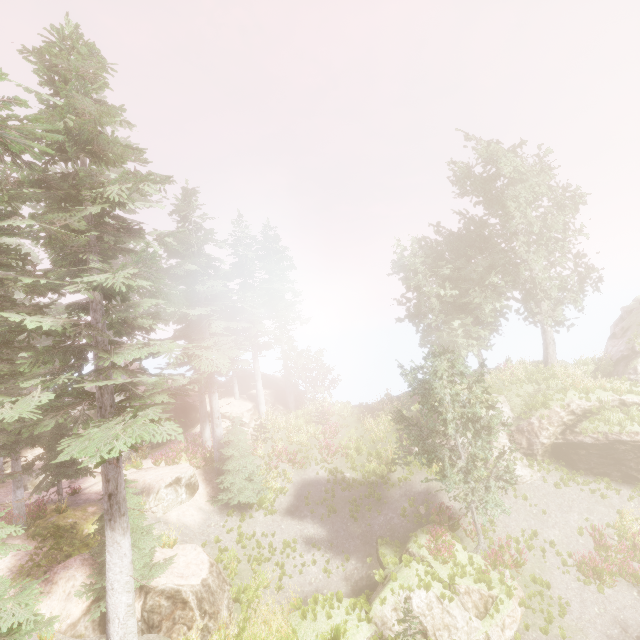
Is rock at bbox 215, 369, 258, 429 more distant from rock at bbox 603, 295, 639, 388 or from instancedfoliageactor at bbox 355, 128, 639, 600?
rock at bbox 603, 295, 639, 388

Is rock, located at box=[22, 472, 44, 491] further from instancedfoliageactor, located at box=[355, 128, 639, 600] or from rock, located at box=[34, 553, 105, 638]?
rock, located at box=[34, 553, 105, 638]

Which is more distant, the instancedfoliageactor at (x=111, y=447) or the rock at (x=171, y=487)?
the rock at (x=171, y=487)

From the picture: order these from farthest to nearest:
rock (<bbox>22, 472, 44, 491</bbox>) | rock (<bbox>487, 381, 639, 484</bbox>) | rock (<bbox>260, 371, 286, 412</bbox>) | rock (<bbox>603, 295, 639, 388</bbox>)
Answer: rock (<bbox>260, 371, 286, 412</bbox>)
rock (<bbox>603, 295, 639, 388</bbox>)
rock (<bbox>22, 472, 44, 491</bbox>)
rock (<bbox>487, 381, 639, 484</bbox>)

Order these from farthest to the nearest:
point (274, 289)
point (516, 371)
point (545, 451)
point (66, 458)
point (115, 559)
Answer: point (274, 289)
point (516, 371)
point (545, 451)
point (115, 559)
point (66, 458)

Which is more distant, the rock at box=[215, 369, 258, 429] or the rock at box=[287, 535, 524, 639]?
the rock at box=[215, 369, 258, 429]

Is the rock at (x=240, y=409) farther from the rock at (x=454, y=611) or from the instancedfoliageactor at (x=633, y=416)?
the rock at (x=454, y=611)

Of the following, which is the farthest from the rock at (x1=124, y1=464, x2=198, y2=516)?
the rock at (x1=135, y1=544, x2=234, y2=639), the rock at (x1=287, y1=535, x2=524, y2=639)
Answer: the rock at (x1=287, y1=535, x2=524, y2=639)
